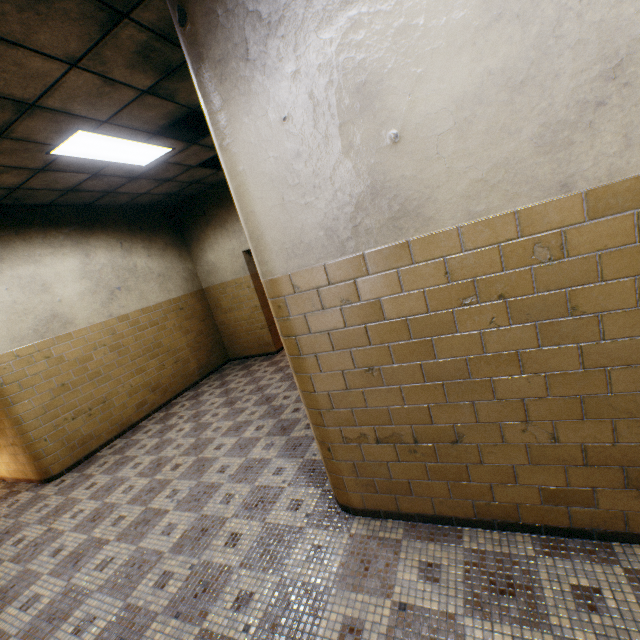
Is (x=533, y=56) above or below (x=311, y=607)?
above

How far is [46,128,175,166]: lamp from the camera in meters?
3.6 m

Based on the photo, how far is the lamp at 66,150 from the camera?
3.58m
